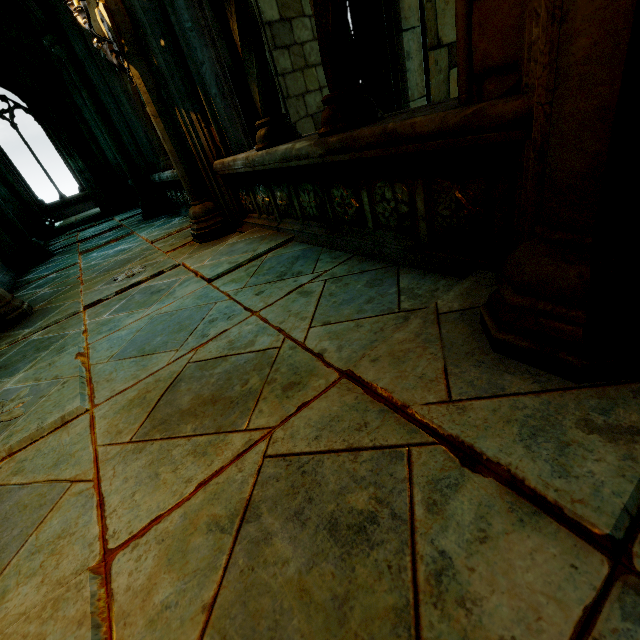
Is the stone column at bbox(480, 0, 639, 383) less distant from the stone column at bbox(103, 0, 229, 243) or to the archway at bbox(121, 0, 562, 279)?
the archway at bbox(121, 0, 562, 279)

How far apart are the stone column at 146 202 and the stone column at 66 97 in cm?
349

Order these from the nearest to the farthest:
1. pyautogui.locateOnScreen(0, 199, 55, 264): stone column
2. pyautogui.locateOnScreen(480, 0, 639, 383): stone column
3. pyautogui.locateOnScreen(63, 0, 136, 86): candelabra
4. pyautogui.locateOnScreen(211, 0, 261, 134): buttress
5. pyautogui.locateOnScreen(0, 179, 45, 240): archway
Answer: pyautogui.locateOnScreen(480, 0, 639, 383): stone column, pyautogui.locateOnScreen(63, 0, 136, 86): candelabra, pyautogui.locateOnScreen(0, 199, 55, 264): stone column, pyautogui.locateOnScreen(211, 0, 261, 134): buttress, pyautogui.locateOnScreen(0, 179, 45, 240): archway

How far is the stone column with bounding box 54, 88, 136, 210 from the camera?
8.7 meters

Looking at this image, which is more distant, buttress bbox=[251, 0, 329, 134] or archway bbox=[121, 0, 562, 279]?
buttress bbox=[251, 0, 329, 134]

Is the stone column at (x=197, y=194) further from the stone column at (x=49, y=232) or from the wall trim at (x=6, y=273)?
the stone column at (x=49, y=232)

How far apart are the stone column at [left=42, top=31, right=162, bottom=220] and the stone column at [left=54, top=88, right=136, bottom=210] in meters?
3.5 m

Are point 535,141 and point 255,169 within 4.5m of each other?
yes
